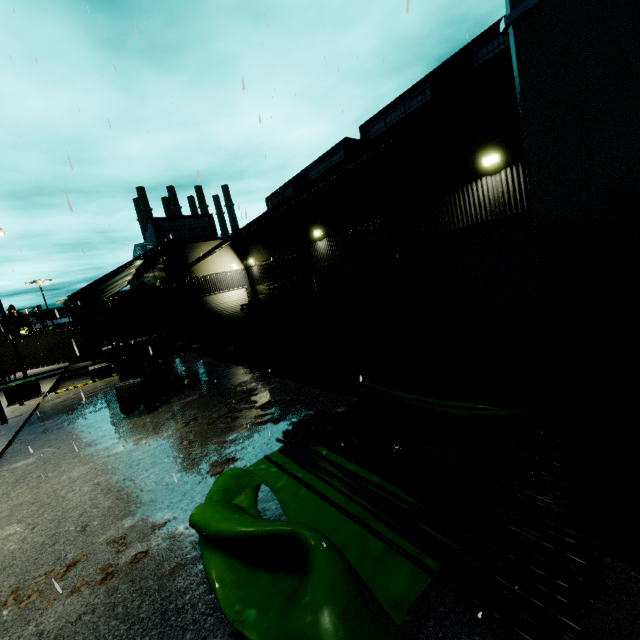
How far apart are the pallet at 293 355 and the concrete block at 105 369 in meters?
13.1 m

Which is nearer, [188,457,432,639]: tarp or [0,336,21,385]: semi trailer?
[188,457,432,639]: tarp

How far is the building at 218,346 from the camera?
20.77m

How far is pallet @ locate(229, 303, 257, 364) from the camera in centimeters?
1535cm

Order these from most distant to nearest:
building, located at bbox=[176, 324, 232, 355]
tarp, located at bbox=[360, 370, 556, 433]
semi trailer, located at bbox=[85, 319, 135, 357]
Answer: semi trailer, located at bbox=[85, 319, 135, 357] → building, located at bbox=[176, 324, 232, 355] → tarp, located at bbox=[360, 370, 556, 433]

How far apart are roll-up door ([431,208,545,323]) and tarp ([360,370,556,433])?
5.03m

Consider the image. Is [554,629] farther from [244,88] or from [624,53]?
[244,88]

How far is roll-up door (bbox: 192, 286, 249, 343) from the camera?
24.9 meters
